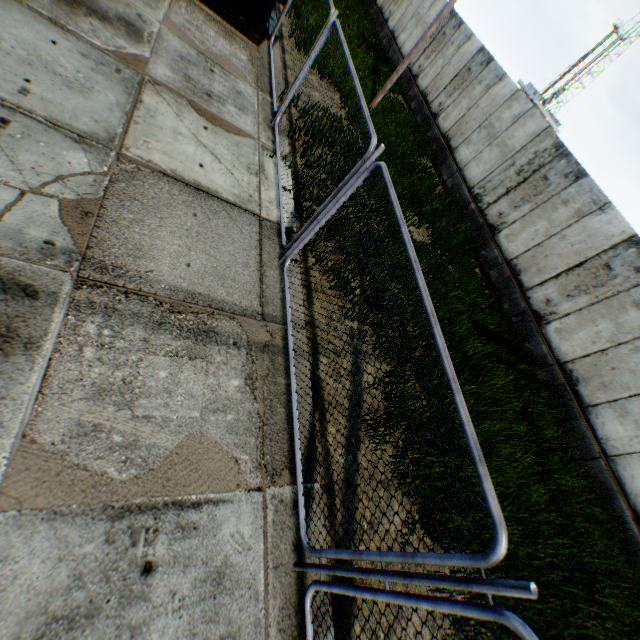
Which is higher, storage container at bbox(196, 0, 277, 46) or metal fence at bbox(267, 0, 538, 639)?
metal fence at bbox(267, 0, 538, 639)

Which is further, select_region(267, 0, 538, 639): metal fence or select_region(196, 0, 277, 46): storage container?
select_region(196, 0, 277, 46): storage container

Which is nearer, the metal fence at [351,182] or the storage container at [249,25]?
the metal fence at [351,182]

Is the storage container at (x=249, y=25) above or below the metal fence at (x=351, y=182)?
below

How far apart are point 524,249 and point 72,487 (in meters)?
12.18
